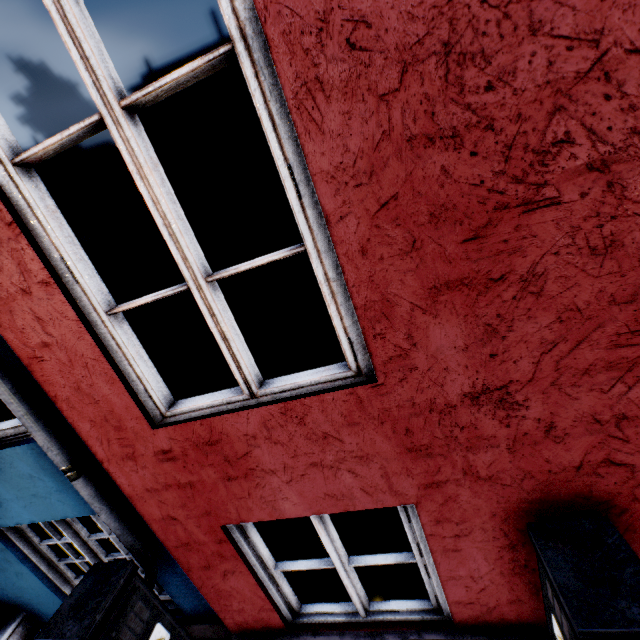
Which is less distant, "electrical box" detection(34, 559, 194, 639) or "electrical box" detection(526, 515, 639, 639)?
"electrical box" detection(526, 515, 639, 639)

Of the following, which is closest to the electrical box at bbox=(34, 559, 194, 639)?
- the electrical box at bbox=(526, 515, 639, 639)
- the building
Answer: the building

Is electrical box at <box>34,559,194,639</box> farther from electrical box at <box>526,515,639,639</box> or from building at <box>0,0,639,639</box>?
electrical box at <box>526,515,639,639</box>

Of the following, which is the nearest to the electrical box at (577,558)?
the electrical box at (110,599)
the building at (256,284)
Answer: the building at (256,284)

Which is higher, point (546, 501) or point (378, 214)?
point (378, 214)

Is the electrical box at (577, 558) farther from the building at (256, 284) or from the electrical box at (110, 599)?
the electrical box at (110, 599)
